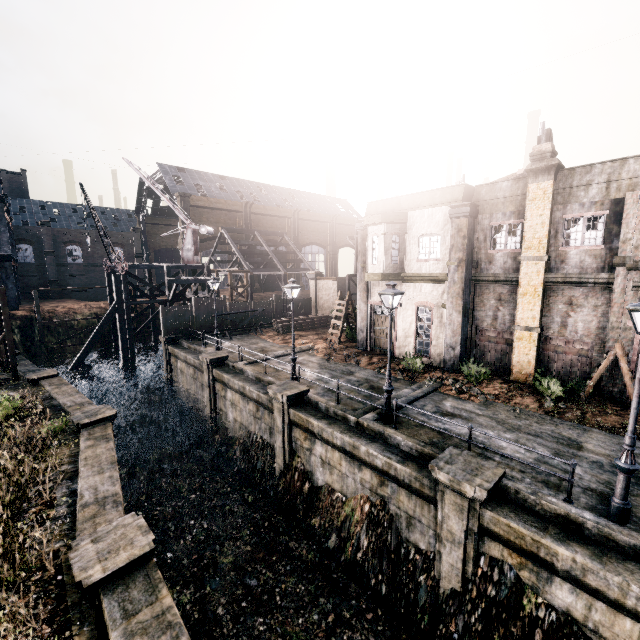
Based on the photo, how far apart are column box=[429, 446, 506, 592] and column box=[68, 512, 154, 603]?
7.6 meters

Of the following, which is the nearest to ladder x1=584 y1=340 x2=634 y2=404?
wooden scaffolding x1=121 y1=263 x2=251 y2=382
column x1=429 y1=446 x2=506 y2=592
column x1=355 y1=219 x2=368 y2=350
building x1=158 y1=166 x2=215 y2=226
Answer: column x1=429 y1=446 x2=506 y2=592

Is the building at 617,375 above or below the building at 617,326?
below

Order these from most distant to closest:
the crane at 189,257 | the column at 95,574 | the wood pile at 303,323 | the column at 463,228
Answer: the crane at 189,257 < the wood pile at 303,323 < the column at 463,228 < the column at 95,574

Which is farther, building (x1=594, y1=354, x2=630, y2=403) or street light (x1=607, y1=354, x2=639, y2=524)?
building (x1=594, y1=354, x2=630, y2=403)

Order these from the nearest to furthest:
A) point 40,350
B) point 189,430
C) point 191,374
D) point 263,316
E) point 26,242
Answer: point 189,430 → point 191,374 → point 263,316 → point 40,350 → point 26,242

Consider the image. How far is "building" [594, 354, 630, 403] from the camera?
14.6 meters

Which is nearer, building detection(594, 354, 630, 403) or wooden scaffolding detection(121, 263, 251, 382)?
building detection(594, 354, 630, 403)
